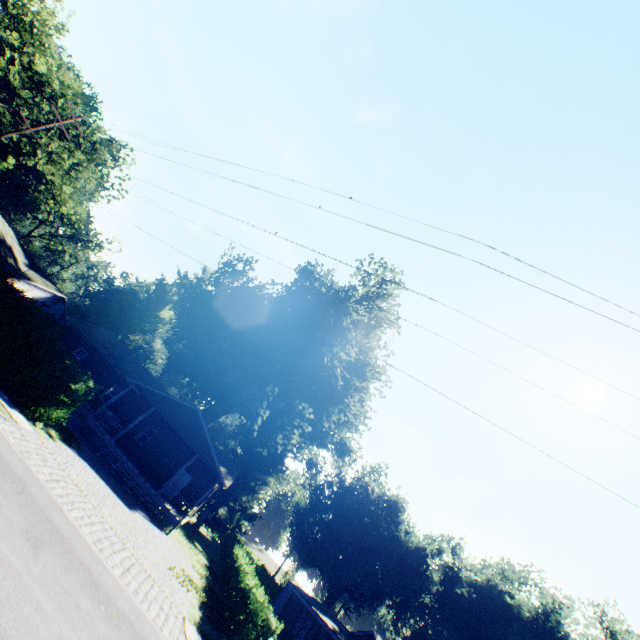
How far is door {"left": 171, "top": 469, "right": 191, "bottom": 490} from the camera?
26.9m

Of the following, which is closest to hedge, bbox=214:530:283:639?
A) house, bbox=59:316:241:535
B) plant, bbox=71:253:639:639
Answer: house, bbox=59:316:241:535

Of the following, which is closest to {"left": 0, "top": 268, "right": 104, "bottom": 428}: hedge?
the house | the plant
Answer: the house

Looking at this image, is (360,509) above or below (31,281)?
above

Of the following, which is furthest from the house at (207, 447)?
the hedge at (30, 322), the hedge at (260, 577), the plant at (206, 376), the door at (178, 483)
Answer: the plant at (206, 376)

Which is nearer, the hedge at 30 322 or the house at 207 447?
the hedge at 30 322

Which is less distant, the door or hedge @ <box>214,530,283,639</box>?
hedge @ <box>214,530,283,639</box>

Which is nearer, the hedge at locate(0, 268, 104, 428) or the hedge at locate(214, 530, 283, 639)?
the hedge at locate(214, 530, 283, 639)
